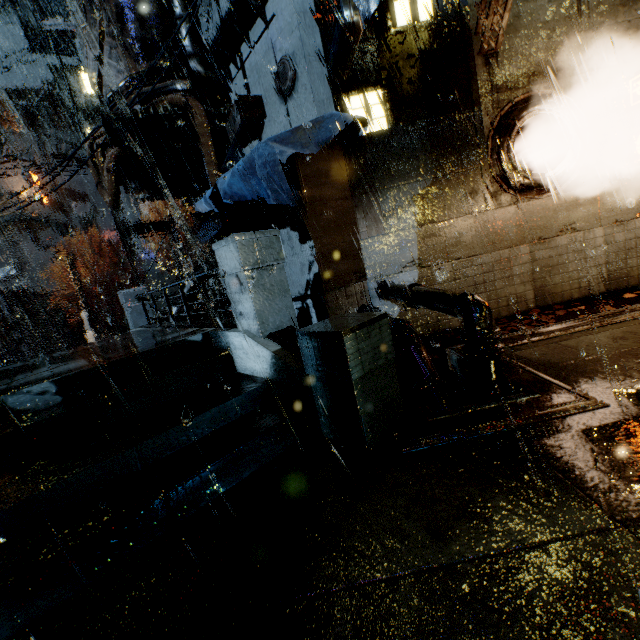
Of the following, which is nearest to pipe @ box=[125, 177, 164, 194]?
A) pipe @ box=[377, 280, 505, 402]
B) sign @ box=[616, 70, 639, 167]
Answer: pipe @ box=[377, 280, 505, 402]

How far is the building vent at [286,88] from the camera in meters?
8.7

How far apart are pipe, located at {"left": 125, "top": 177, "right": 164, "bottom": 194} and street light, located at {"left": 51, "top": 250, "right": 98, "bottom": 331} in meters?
11.5 m

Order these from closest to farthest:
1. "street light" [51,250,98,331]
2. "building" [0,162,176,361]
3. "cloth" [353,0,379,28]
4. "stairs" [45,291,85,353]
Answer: "cloth" [353,0,379,28] → "street light" [51,250,98,331] → "building" [0,162,176,361] → "stairs" [45,291,85,353]

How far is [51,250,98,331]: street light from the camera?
22.72m

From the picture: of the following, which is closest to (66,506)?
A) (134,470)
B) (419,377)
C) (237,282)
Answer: (134,470)

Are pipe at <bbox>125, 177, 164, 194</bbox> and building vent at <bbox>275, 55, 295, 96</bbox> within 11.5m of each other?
yes

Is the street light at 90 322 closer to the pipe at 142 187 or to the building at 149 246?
the building at 149 246
